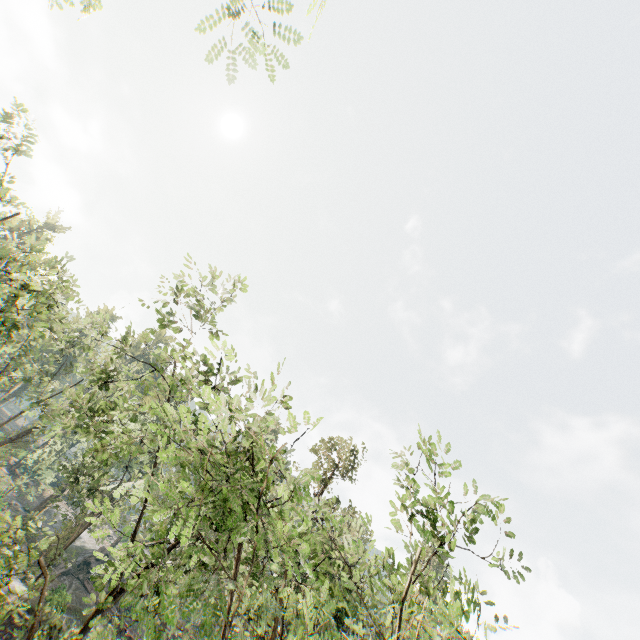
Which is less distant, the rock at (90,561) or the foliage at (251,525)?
the foliage at (251,525)

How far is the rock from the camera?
40.0m

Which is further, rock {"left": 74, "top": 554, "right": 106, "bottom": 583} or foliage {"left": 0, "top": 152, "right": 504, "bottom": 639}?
rock {"left": 74, "top": 554, "right": 106, "bottom": 583}

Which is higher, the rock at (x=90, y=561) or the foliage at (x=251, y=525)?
the foliage at (x=251, y=525)

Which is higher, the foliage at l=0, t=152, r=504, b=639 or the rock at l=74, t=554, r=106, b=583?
the foliage at l=0, t=152, r=504, b=639

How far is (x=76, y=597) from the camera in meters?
36.2
